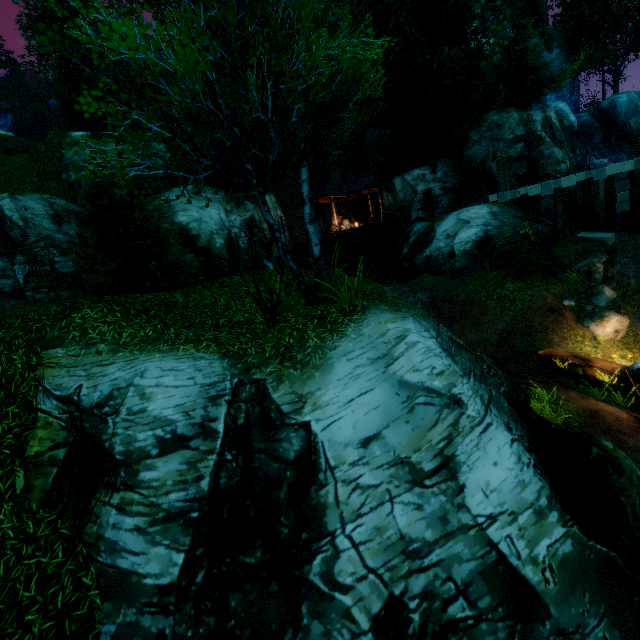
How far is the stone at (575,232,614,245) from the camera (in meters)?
17.52

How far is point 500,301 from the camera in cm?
1526

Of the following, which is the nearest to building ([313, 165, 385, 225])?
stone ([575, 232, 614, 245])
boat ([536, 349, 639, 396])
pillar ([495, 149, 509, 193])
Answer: pillar ([495, 149, 509, 193])

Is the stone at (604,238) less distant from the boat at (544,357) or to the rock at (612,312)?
the rock at (612,312)

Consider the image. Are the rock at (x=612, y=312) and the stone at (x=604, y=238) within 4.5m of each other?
no

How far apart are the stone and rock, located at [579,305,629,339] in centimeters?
606cm

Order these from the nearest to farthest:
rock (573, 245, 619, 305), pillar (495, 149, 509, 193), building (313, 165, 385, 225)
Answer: rock (573, 245, 619, 305) → pillar (495, 149, 509, 193) → building (313, 165, 385, 225)

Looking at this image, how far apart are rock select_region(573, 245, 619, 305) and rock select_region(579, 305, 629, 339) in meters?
1.8 m
